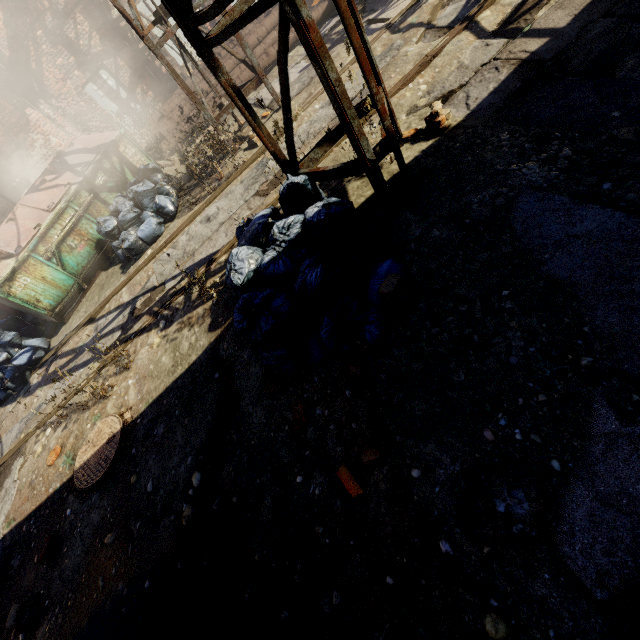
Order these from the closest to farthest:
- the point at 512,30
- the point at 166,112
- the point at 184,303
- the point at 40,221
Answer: the point at 512,30
the point at 184,303
the point at 40,221
the point at 166,112

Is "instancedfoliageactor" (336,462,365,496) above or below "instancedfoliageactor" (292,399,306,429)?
above

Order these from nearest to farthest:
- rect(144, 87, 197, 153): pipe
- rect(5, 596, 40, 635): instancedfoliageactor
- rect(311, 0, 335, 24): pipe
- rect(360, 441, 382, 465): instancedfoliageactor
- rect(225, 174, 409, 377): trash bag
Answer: rect(360, 441, 382, 465): instancedfoliageactor, rect(225, 174, 409, 377): trash bag, rect(5, 596, 40, 635): instancedfoliageactor, rect(311, 0, 335, 24): pipe, rect(144, 87, 197, 153): pipe

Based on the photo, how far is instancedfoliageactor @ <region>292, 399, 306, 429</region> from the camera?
2.73m

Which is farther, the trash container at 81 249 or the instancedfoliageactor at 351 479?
the trash container at 81 249

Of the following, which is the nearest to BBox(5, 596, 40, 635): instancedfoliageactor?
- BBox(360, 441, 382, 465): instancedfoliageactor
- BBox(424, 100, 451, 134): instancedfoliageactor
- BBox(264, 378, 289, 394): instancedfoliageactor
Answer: BBox(264, 378, 289, 394): instancedfoliageactor

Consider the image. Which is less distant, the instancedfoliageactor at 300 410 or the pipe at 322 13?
the instancedfoliageactor at 300 410

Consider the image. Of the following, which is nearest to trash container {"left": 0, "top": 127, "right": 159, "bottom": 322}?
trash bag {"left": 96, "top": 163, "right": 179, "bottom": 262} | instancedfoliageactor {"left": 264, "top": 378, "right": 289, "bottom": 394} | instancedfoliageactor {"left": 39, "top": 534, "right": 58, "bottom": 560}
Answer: trash bag {"left": 96, "top": 163, "right": 179, "bottom": 262}
